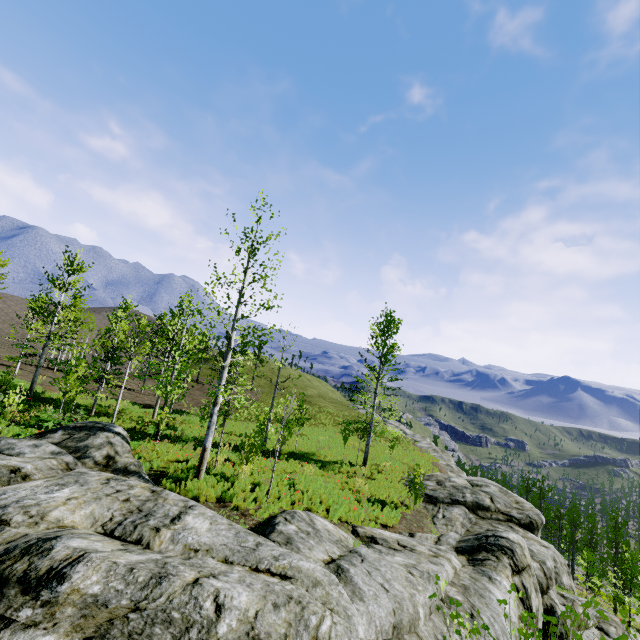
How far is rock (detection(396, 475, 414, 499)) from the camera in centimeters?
1827cm

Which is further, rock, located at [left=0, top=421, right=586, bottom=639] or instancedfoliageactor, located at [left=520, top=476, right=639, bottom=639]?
rock, located at [left=0, top=421, right=586, bottom=639]

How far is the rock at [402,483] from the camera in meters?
18.3

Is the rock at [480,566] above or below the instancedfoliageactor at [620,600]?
above

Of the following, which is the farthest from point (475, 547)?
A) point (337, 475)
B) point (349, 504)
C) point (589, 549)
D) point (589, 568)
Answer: point (589, 549)

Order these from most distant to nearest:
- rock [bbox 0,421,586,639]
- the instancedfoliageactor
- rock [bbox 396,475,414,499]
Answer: rock [bbox 396,475,414,499] < rock [bbox 0,421,586,639] < the instancedfoliageactor

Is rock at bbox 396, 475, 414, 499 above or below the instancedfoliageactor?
above

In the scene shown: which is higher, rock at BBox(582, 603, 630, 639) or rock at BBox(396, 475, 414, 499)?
rock at BBox(396, 475, 414, 499)
